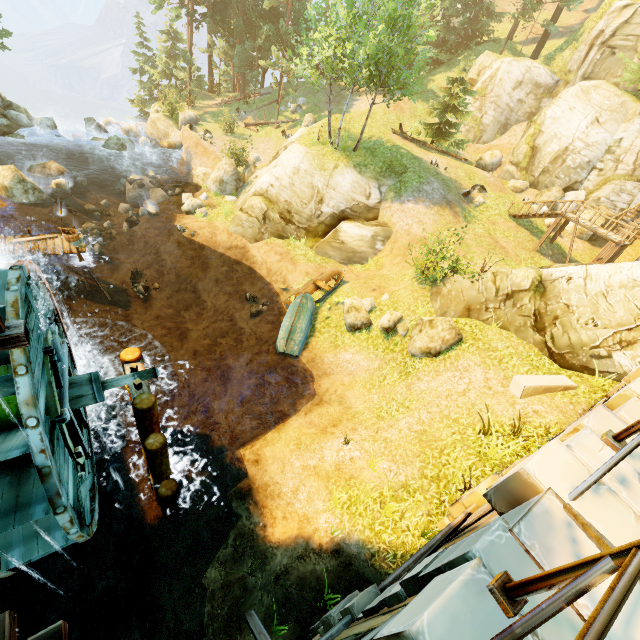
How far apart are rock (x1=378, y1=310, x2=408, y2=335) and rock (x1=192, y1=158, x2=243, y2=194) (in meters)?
15.73

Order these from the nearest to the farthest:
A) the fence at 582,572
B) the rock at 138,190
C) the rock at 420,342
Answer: the fence at 582,572 → the rock at 420,342 → the rock at 138,190

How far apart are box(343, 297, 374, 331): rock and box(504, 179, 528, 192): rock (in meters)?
17.96

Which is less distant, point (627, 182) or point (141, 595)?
point (141, 595)

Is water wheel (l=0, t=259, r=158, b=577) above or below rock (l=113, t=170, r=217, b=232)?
above

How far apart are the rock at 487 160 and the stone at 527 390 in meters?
24.5

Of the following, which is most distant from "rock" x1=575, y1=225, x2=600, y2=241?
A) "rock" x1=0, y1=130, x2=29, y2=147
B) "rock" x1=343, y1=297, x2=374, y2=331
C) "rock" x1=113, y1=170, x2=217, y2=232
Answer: "rock" x1=0, y1=130, x2=29, y2=147

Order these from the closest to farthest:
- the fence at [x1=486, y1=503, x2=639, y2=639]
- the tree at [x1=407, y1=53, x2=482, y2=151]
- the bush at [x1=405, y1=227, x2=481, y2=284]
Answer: the fence at [x1=486, y1=503, x2=639, y2=639] → the bush at [x1=405, y1=227, x2=481, y2=284] → the tree at [x1=407, y1=53, x2=482, y2=151]
